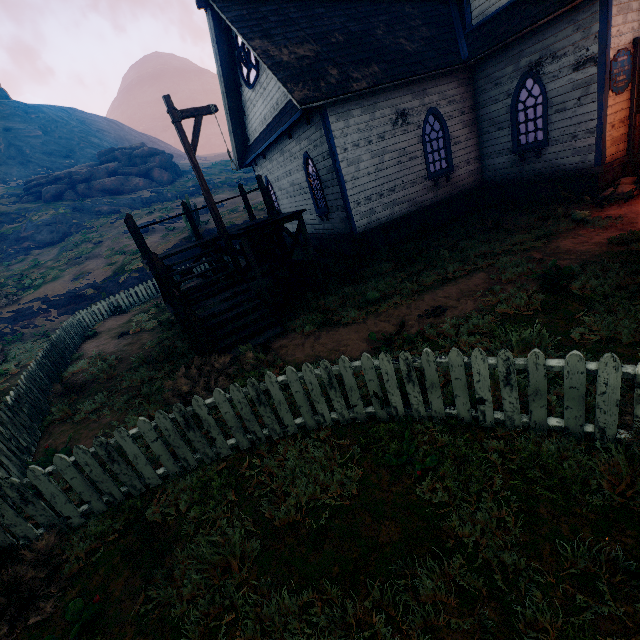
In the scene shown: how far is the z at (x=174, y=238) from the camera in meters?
21.2 m

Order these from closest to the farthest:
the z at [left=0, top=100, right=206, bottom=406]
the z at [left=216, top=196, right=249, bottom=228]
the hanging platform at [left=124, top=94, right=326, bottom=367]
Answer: the hanging platform at [left=124, top=94, right=326, bottom=367]
the z at [left=0, top=100, right=206, bottom=406]
the z at [left=216, top=196, right=249, bottom=228]

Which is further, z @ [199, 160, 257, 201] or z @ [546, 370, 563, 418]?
z @ [199, 160, 257, 201]

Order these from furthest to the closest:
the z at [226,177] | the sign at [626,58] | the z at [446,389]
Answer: the z at [226,177] < the sign at [626,58] < the z at [446,389]

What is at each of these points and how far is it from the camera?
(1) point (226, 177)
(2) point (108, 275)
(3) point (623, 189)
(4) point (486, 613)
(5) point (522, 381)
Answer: (1) z, 43.12m
(2) z, 20.83m
(3) burlap sack, 8.85m
(4) z, 2.19m
(5) z, 3.68m

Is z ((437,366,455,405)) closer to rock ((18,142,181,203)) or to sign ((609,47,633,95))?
rock ((18,142,181,203))

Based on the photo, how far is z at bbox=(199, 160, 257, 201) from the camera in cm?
3649
